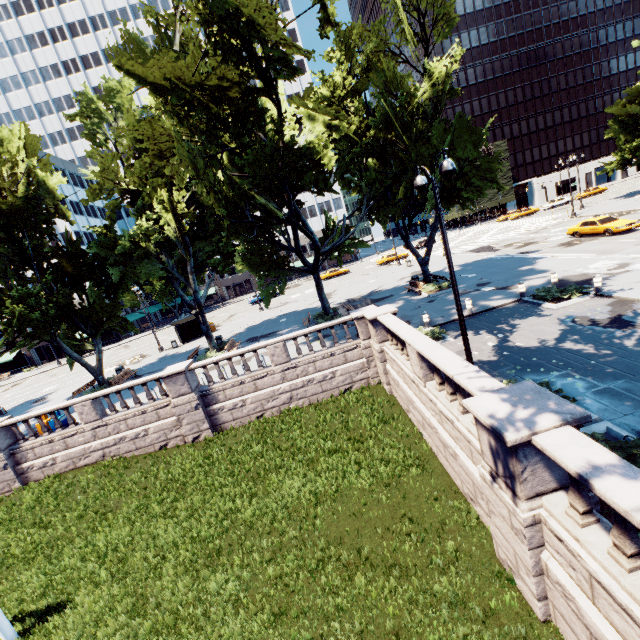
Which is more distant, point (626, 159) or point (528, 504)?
point (626, 159)

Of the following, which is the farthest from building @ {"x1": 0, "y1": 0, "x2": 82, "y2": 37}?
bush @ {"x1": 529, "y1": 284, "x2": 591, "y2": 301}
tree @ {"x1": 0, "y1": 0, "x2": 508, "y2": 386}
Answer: bush @ {"x1": 529, "y1": 284, "x2": 591, "y2": 301}

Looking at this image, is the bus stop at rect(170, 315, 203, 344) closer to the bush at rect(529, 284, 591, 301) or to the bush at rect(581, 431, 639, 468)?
the bush at rect(529, 284, 591, 301)

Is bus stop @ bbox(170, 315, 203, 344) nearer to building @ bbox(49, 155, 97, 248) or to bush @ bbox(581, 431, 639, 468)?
building @ bbox(49, 155, 97, 248)

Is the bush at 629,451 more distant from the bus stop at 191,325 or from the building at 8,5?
the building at 8,5

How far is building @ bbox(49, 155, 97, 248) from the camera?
53.2m

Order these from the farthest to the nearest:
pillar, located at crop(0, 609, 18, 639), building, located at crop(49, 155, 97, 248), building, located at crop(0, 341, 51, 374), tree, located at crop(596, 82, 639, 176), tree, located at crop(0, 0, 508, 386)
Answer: building, located at crop(0, 341, 51, 374) < building, located at crop(49, 155, 97, 248) < tree, located at crop(596, 82, 639, 176) < tree, located at crop(0, 0, 508, 386) < pillar, located at crop(0, 609, 18, 639)

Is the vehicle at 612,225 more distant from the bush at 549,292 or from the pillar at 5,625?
the pillar at 5,625
